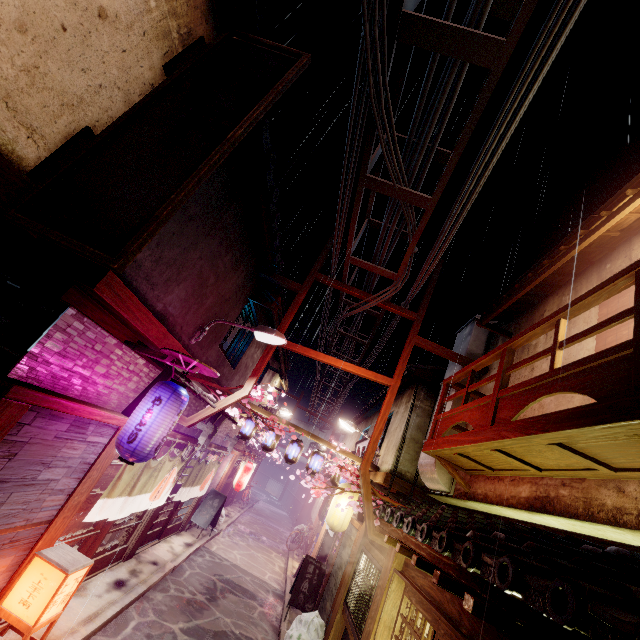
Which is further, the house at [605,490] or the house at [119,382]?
the house at [119,382]

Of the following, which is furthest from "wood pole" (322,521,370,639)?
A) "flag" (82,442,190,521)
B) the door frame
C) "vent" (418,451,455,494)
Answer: "flag" (82,442,190,521)

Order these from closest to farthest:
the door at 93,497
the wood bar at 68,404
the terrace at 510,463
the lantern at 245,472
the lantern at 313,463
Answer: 1. the terrace at 510,463
2. the wood bar at 68,404
3. the door at 93,497
4. the lantern at 313,463
5. the lantern at 245,472

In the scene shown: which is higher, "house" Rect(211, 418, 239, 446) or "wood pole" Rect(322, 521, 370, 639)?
"house" Rect(211, 418, 239, 446)

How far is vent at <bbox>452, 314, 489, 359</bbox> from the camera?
14.50m

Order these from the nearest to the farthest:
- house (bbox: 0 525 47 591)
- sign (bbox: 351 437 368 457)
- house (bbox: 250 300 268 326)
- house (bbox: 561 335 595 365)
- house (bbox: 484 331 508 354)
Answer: house (bbox: 0 525 47 591)
house (bbox: 561 335 595 365)
house (bbox: 484 331 508 354)
house (bbox: 250 300 268 326)
sign (bbox: 351 437 368 457)

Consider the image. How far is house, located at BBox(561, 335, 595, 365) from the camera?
8.3 meters

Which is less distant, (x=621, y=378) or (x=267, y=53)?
(x=621, y=378)
